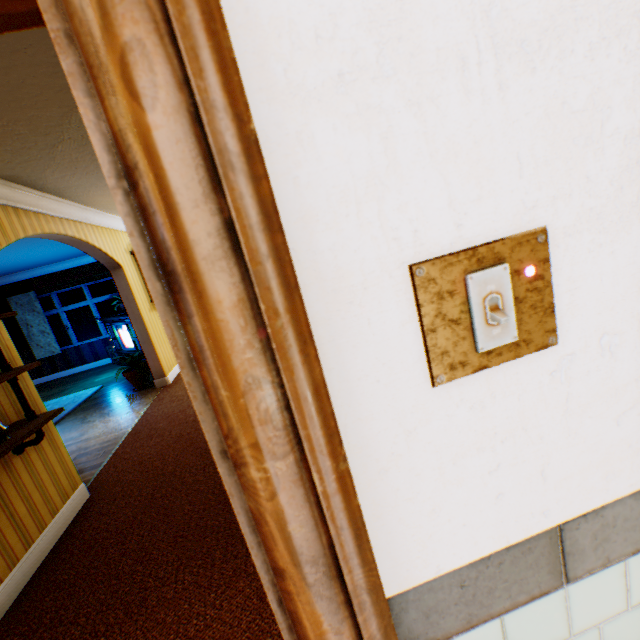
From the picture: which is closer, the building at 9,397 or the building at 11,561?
the building at 11,561

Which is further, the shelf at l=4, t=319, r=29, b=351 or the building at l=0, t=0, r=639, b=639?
the shelf at l=4, t=319, r=29, b=351

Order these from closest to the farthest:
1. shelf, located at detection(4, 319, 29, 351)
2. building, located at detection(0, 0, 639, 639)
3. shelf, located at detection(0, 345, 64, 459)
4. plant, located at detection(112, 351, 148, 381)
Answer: building, located at detection(0, 0, 639, 639)
shelf, located at detection(0, 345, 64, 459)
plant, located at detection(112, 351, 148, 381)
shelf, located at detection(4, 319, 29, 351)

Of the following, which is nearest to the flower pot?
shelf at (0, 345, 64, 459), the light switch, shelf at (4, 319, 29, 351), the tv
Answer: the tv

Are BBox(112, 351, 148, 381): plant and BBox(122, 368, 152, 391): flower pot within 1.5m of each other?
yes

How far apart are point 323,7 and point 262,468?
0.6m

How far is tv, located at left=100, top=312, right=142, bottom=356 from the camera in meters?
8.0 m

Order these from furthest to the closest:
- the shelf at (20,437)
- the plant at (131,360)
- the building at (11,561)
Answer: the plant at (131,360), the shelf at (20,437), the building at (11,561)
